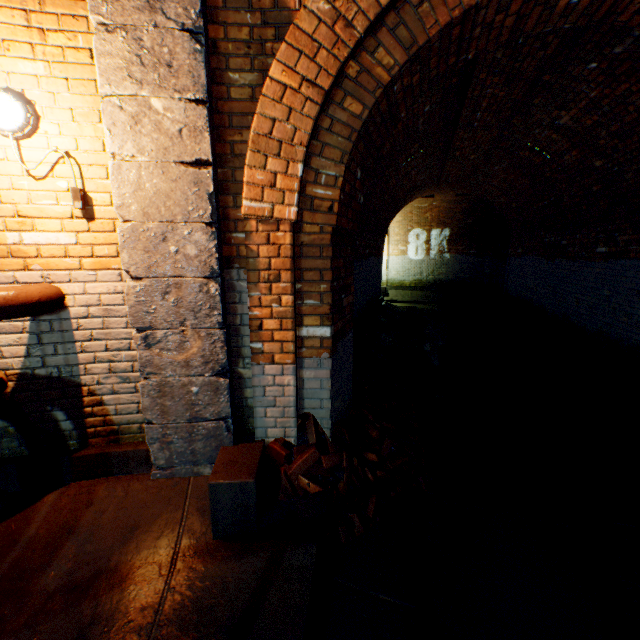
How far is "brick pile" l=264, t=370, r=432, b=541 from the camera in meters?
2.7 m

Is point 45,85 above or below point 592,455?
above

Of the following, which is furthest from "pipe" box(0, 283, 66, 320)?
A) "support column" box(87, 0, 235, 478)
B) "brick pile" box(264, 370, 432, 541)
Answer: "brick pile" box(264, 370, 432, 541)

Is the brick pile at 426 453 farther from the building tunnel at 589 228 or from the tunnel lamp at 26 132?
the tunnel lamp at 26 132

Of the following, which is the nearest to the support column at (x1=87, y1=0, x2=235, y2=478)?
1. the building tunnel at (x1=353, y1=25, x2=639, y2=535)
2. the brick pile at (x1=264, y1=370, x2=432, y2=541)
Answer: the brick pile at (x1=264, y1=370, x2=432, y2=541)

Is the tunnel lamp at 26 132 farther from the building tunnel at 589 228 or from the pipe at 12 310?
the building tunnel at 589 228

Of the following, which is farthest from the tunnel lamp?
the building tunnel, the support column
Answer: the building tunnel

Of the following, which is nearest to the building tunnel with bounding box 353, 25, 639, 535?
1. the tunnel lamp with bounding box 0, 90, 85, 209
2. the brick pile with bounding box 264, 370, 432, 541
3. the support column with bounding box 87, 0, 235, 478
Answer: the brick pile with bounding box 264, 370, 432, 541
